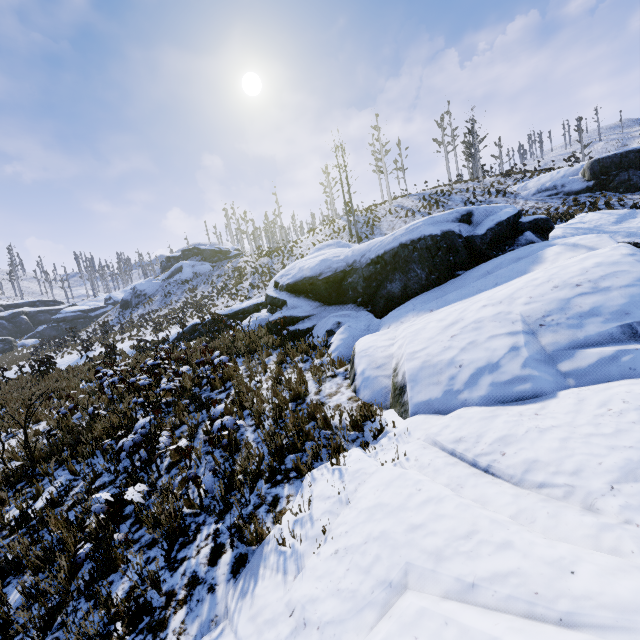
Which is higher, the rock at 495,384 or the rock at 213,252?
the rock at 213,252

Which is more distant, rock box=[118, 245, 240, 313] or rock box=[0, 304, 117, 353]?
rock box=[118, 245, 240, 313]

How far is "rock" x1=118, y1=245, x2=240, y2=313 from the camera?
48.4 meters

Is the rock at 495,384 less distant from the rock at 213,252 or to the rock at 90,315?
the rock at 90,315

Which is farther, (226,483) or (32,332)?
(32,332)

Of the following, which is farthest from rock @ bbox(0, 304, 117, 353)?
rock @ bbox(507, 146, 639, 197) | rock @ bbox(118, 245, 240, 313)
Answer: rock @ bbox(507, 146, 639, 197)

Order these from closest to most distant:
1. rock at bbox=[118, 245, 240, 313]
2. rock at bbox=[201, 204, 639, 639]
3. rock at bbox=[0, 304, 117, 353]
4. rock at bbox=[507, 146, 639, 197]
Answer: rock at bbox=[201, 204, 639, 639] < rock at bbox=[507, 146, 639, 197] < rock at bbox=[0, 304, 117, 353] < rock at bbox=[118, 245, 240, 313]

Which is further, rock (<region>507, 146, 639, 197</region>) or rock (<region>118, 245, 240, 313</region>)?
rock (<region>118, 245, 240, 313</region>)
